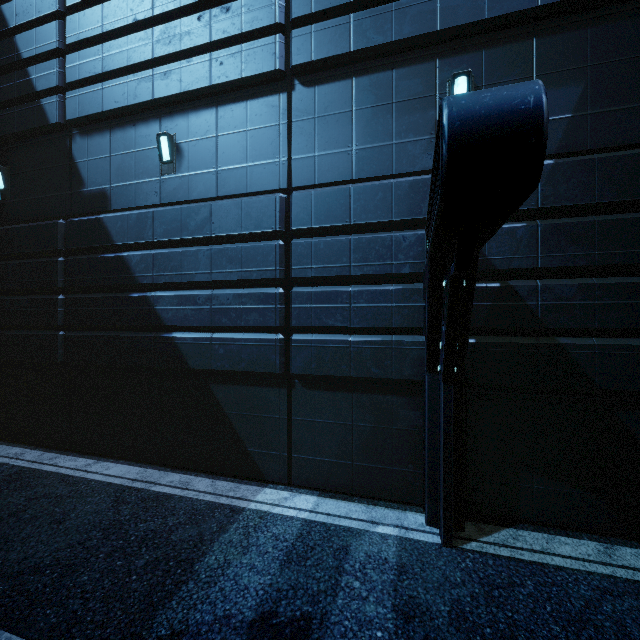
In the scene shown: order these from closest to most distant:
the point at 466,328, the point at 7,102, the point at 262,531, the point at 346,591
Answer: the point at 346,591, the point at 466,328, the point at 262,531, the point at 7,102
